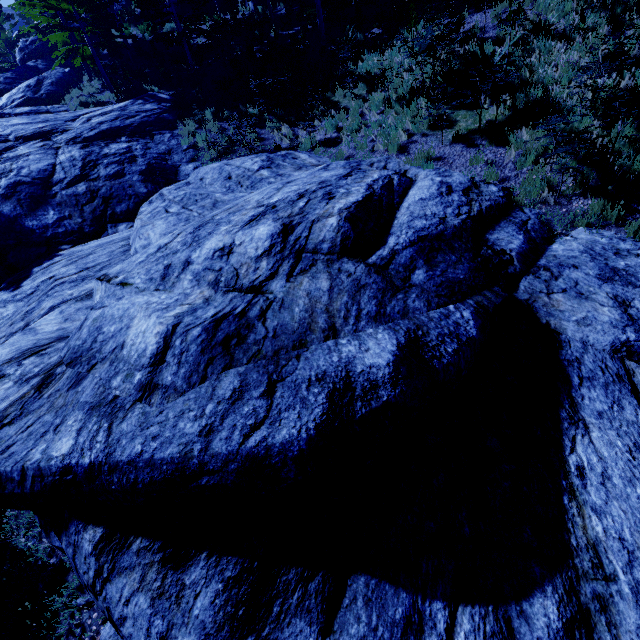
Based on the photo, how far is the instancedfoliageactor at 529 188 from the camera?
6.39m

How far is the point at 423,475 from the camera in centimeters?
320cm

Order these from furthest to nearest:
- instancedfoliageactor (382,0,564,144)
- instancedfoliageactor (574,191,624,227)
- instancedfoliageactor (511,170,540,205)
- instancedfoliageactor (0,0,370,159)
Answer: instancedfoliageactor (0,0,370,159) < instancedfoliageactor (382,0,564,144) < instancedfoliageactor (511,170,540,205) < instancedfoliageactor (574,191,624,227)

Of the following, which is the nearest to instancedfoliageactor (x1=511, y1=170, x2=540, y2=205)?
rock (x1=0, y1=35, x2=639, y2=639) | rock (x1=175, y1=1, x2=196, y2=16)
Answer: rock (x1=0, y1=35, x2=639, y2=639)

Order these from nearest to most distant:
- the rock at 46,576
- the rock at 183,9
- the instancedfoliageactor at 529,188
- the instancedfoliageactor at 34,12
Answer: the rock at 46,576 → the instancedfoliageactor at 529,188 → the instancedfoliageactor at 34,12 → the rock at 183,9

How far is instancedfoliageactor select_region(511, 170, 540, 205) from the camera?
6.4m
